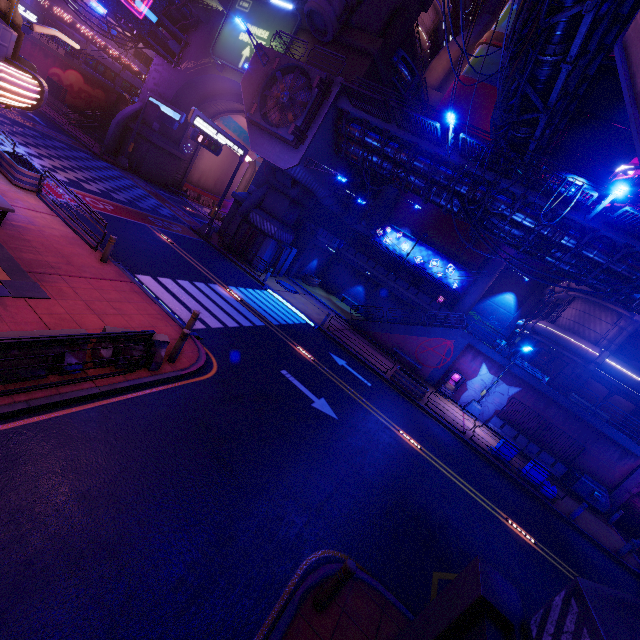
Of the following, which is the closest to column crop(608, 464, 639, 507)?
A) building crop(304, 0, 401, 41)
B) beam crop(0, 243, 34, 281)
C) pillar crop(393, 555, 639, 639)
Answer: pillar crop(393, 555, 639, 639)

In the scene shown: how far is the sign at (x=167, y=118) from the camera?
28.5 meters

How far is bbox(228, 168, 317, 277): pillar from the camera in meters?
23.9 m

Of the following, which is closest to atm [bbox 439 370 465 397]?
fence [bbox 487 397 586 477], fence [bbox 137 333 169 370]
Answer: fence [bbox 487 397 586 477]

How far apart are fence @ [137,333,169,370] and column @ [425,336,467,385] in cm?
2023

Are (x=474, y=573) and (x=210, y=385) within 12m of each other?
yes

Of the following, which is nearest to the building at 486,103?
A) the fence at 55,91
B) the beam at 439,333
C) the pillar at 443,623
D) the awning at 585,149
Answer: the awning at 585,149

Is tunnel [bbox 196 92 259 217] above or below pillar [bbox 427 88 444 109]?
below
